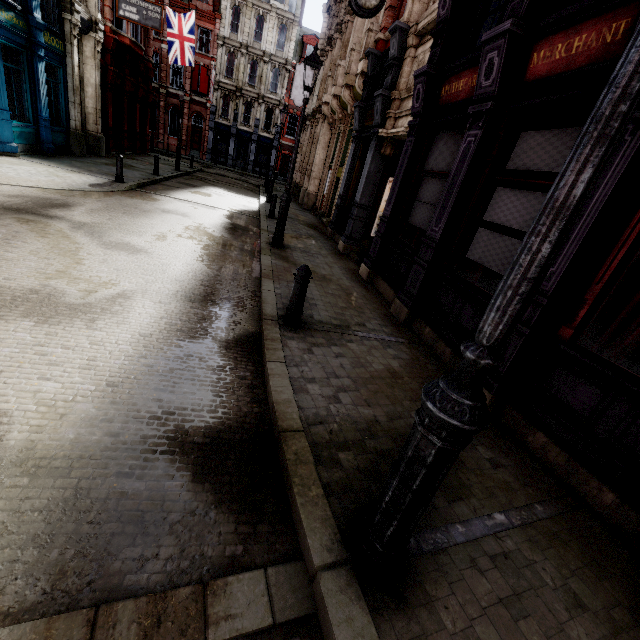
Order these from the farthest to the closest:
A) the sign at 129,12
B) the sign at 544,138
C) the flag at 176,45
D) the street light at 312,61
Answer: the flag at 176,45 < the sign at 129,12 < the street light at 312,61 < the sign at 544,138

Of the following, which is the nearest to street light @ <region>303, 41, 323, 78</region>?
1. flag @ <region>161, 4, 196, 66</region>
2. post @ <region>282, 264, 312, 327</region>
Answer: post @ <region>282, 264, 312, 327</region>

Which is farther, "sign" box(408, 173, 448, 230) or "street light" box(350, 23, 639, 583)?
"sign" box(408, 173, 448, 230)

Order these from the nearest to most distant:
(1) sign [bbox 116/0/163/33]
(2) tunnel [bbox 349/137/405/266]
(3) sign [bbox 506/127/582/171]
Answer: (3) sign [bbox 506/127/582/171] → (2) tunnel [bbox 349/137/405/266] → (1) sign [bbox 116/0/163/33]

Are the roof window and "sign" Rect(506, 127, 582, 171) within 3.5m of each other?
no

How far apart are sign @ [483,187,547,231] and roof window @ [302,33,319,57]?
42.8 meters

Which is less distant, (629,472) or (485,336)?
(485,336)

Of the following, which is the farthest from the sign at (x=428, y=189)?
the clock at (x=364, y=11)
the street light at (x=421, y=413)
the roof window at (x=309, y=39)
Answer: the roof window at (x=309, y=39)
